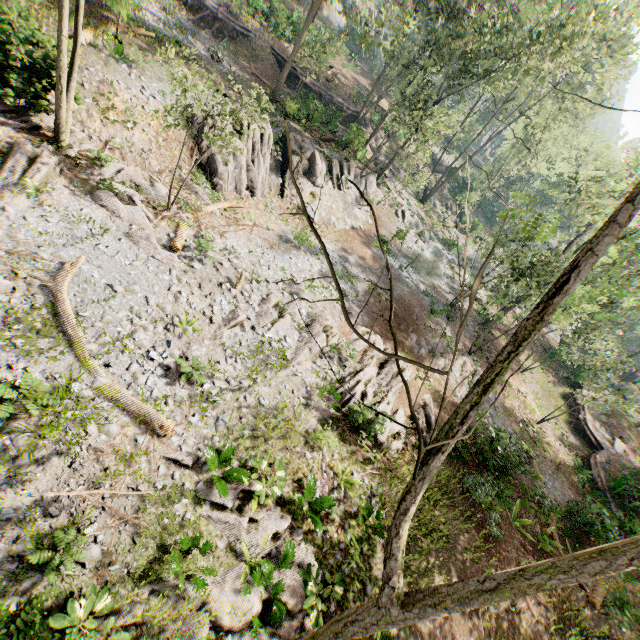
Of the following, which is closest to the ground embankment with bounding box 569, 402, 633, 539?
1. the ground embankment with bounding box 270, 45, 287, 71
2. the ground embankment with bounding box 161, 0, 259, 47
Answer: the ground embankment with bounding box 270, 45, 287, 71

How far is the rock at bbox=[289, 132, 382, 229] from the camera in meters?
24.2

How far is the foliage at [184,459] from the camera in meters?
8.8 m

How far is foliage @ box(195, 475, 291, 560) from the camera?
8.57m

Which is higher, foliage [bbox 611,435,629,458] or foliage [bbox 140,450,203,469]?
foliage [bbox 611,435,629,458]

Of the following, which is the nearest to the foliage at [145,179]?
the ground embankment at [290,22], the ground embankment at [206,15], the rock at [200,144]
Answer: the rock at [200,144]

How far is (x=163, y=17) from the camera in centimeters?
2539cm
